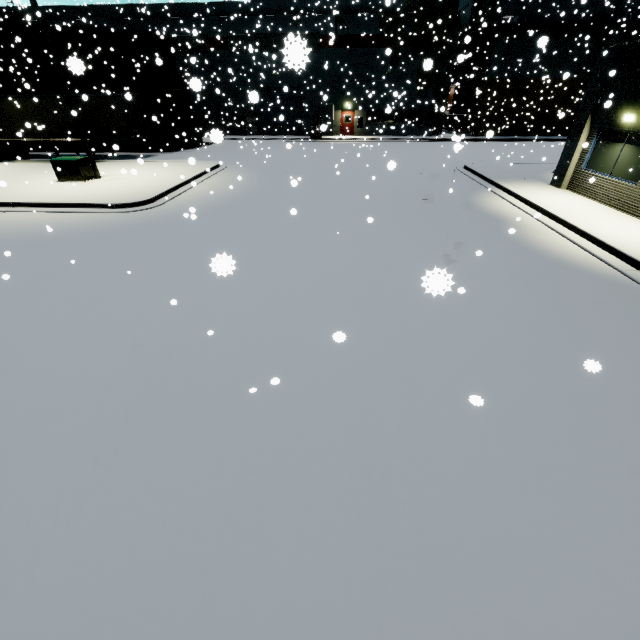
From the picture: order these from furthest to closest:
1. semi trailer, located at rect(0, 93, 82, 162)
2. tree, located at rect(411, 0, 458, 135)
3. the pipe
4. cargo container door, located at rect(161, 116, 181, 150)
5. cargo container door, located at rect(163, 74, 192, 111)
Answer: tree, located at rect(411, 0, 458, 135) → the pipe → cargo container door, located at rect(161, 116, 181, 150) → cargo container door, located at rect(163, 74, 192, 111) → semi trailer, located at rect(0, 93, 82, 162)

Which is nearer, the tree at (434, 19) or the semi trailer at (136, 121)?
the semi trailer at (136, 121)

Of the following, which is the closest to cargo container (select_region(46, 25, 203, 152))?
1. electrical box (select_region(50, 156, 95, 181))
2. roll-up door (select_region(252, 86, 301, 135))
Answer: roll-up door (select_region(252, 86, 301, 135))

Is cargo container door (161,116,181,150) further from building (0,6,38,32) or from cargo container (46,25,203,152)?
building (0,6,38,32)

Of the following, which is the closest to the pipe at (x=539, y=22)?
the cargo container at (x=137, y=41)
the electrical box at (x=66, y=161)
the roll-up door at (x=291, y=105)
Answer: the roll-up door at (x=291, y=105)

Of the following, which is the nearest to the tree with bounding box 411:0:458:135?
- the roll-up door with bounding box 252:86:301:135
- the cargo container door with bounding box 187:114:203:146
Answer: the roll-up door with bounding box 252:86:301:135

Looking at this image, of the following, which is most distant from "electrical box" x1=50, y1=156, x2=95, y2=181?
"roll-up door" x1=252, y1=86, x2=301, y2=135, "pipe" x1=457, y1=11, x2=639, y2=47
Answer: "pipe" x1=457, y1=11, x2=639, y2=47

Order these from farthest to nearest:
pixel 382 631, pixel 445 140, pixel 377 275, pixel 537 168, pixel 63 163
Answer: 1. pixel 445 140
2. pixel 537 168
3. pixel 63 163
4. pixel 377 275
5. pixel 382 631
